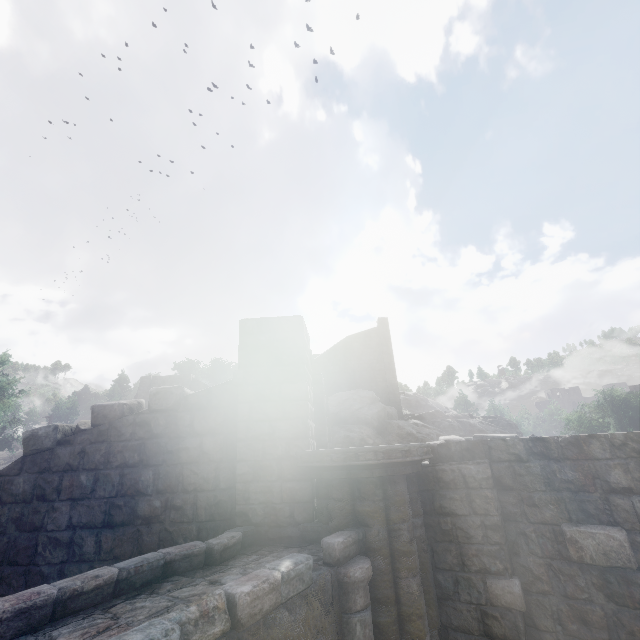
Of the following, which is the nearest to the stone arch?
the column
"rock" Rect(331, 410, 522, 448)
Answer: the column

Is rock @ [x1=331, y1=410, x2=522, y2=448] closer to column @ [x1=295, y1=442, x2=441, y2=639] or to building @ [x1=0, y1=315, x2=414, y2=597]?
building @ [x1=0, y1=315, x2=414, y2=597]

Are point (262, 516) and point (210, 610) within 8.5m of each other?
yes

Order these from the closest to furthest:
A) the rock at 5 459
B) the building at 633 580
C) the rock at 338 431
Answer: the building at 633 580
the rock at 338 431
the rock at 5 459

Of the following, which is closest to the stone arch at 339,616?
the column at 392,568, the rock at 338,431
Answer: the column at 392,568

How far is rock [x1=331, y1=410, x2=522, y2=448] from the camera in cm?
2811

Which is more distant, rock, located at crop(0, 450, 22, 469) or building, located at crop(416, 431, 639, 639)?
rock, located at crop(0, 450, 22, 469)
